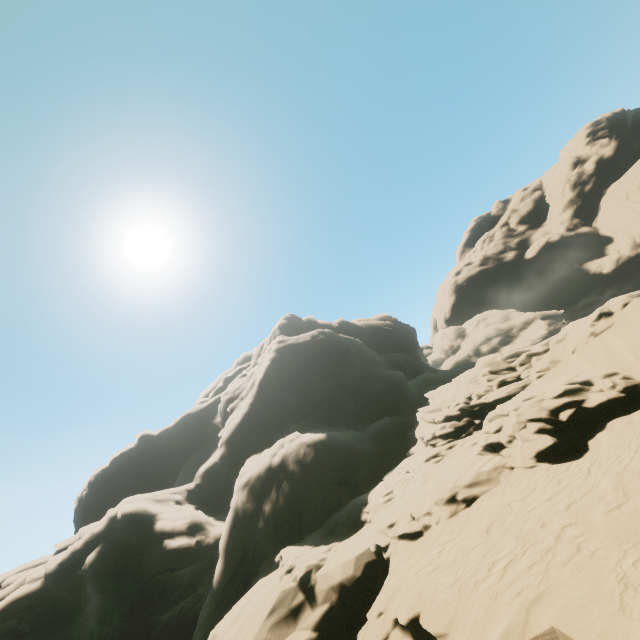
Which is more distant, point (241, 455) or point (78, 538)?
point (241, 455)
